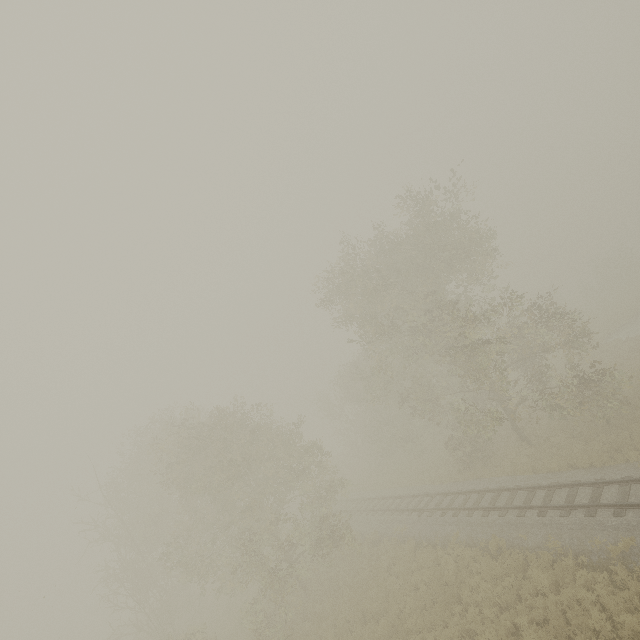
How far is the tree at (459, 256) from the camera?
18.2 meters

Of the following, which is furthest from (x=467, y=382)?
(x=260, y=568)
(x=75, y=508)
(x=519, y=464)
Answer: (x=75, y=508)

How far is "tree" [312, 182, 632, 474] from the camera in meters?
18.2 m
